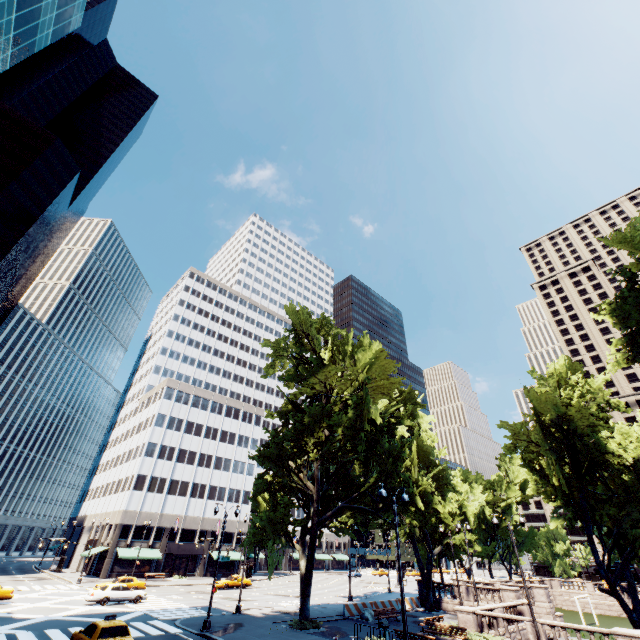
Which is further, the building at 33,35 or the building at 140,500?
the building at 140,500

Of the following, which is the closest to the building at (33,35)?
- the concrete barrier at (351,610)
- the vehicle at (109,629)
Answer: the vehicle at (109,629)

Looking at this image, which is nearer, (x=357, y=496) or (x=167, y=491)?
(x=357, y=496)

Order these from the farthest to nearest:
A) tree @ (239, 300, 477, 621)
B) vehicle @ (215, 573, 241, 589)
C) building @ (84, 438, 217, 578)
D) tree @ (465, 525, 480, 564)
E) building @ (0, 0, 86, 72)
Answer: building @ (84, 438, 217, 578) → vehicle @ (215, 573, 241, 589) → tree @ (465, 525, 480, 564) → building @ (0, 0, 86, 72) → tree @ (239, 300, 477, 621)

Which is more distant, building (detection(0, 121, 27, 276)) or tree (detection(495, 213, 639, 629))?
building (detection(0, 121, 27, 276))

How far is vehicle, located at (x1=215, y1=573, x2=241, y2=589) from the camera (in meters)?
43.34

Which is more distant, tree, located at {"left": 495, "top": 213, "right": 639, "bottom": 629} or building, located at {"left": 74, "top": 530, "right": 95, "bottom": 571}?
building, located at {"left": 74, "top": 530, "right": 95, "bottom": 571}

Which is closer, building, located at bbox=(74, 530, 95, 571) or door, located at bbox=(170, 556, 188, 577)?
building, located at bbox=(74, 530, 95, 571)
